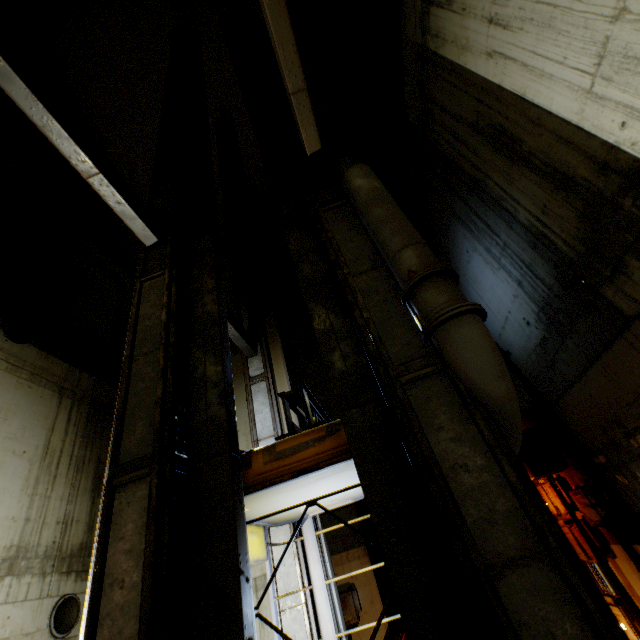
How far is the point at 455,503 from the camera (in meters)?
2.39

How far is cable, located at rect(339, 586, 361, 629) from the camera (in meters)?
7.03

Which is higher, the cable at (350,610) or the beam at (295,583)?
the beam at (295,583)

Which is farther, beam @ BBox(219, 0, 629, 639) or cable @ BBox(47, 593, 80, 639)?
cable @ BBox(47, 593, 80, 639)

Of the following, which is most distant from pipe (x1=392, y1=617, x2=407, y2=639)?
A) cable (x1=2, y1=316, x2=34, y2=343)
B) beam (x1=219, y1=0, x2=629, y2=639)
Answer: cable (x1=2, y1=316, x2=34, y2=343)

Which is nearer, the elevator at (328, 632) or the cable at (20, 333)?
the elevator at (328, 632)

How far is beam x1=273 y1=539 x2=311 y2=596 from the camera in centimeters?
561cm
